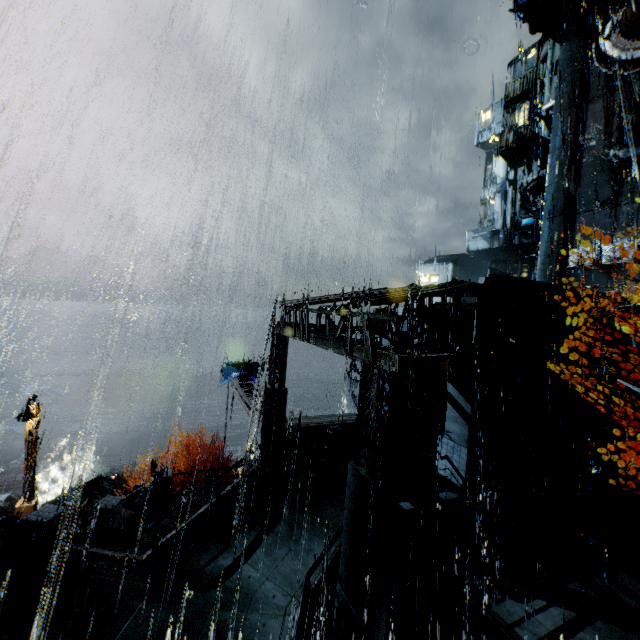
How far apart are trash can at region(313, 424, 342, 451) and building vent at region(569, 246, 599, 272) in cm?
2566

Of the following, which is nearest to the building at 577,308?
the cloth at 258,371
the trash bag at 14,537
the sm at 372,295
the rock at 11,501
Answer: the sm at 372,295

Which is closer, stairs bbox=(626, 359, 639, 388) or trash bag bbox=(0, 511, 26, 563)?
trash bag bbox=(0, 511, 26, 563)

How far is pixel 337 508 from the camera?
11.88m

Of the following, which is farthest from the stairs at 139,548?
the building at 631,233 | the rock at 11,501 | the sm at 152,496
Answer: the rock at 11,501

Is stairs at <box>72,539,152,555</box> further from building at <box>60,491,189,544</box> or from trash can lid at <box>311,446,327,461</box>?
trash can lid at <box>311,446,327,461</box>

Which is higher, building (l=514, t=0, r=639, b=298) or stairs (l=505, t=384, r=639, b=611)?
building (l=514, t=0, r=639, b=298)

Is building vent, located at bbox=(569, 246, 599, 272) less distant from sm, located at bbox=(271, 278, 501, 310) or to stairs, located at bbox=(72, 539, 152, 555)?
sm, located at bbox=(271, 278, 501, 310)
